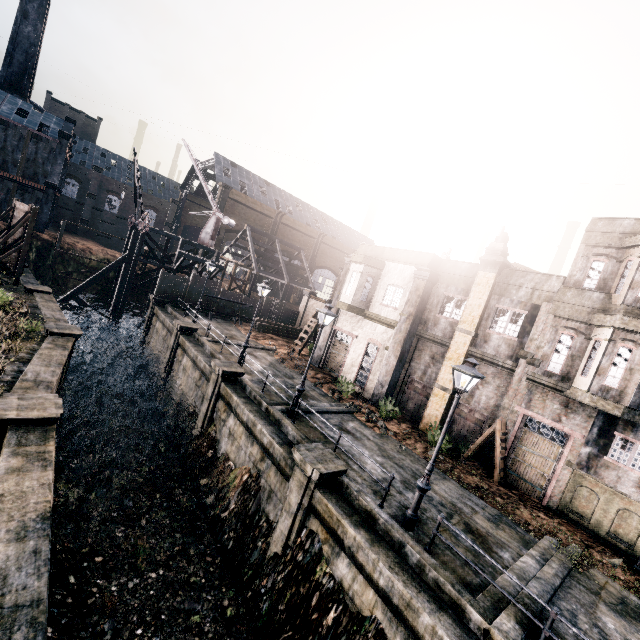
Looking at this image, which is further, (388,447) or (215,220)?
(215,220)

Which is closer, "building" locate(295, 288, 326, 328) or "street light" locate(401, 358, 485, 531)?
"street light" locate(401, 358, 485, 531)

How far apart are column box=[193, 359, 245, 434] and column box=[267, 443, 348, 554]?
7.2m

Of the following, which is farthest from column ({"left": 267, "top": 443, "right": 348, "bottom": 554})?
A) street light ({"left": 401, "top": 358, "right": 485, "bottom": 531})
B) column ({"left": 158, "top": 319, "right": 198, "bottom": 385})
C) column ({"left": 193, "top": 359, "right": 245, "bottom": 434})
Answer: column ({"left": 158, "top": 319, "right": 198, "bottom": 385})

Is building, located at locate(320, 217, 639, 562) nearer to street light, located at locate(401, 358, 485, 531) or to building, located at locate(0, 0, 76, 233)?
street light, located at locate(401, 358, 485, 531)

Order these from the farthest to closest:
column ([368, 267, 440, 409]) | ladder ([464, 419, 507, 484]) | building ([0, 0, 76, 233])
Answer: building ([0, 0, 76, 233]) < column ([368, 267, 440, 409]) < ladder ([464, 419, 507, 484])

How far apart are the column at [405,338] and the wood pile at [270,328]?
15.6 meters

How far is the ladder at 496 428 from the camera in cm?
1572
